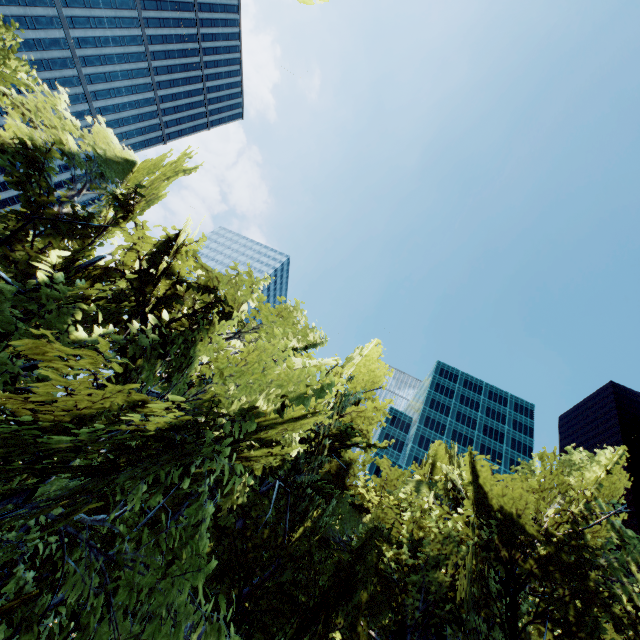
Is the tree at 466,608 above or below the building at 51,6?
below

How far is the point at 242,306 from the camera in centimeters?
1037cm

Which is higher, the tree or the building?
the building

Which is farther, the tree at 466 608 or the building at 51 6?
the building at 51 6

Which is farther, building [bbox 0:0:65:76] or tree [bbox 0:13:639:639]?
building [bbox 0:0:65:76]
